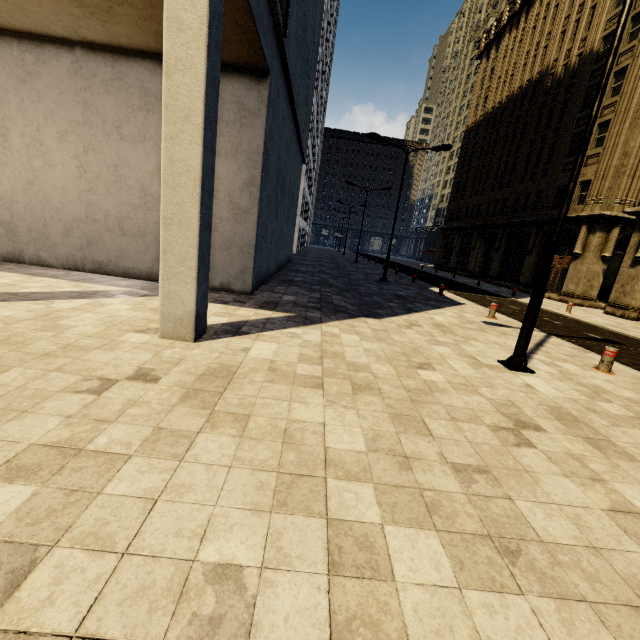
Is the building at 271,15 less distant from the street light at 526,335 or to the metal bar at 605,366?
the street light at 526,335

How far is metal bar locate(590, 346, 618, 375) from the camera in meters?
7.0

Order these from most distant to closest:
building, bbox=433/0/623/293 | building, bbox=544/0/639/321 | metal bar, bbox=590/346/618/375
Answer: building, bbox=433/0/623/293
building, bbox=544/0/639/321
metal bar, bbox=590/346/618/375

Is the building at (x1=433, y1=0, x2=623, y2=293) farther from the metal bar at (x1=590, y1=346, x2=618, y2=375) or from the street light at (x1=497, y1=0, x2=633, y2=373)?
the metal bar at (x1=590, y1=346, x2=618, y2=375)

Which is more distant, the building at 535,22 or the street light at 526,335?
the building at 535,22

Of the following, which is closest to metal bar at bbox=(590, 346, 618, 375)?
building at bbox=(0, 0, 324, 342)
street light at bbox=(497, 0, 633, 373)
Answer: street light at bbox=(497, 0, 633, 373)

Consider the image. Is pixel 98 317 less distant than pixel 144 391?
No

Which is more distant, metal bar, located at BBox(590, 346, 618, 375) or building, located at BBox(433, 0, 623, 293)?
building, located at BBox(433, 0, 623, 293)
